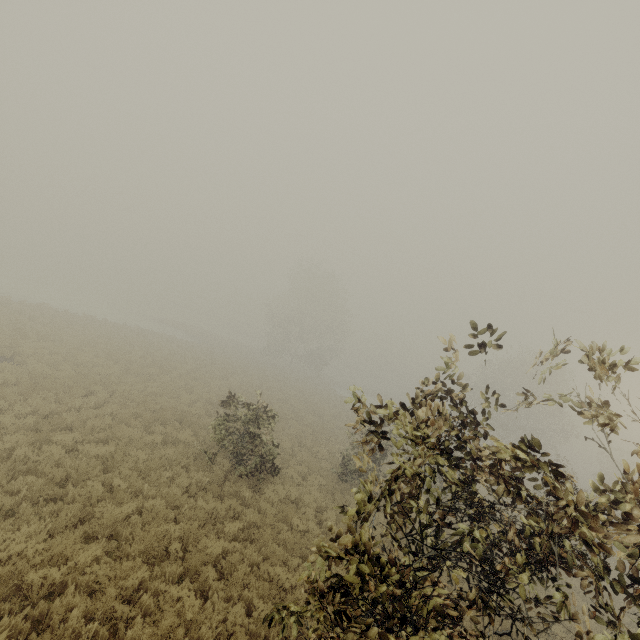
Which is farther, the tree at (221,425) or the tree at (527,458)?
the tree at (221,425)

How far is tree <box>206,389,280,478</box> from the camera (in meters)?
11.62

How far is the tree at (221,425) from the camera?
11.6 meters

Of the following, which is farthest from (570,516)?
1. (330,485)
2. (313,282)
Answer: (313,282)

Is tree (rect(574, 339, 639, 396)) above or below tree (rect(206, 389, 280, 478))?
above

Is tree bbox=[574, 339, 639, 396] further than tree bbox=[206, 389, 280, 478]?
No
